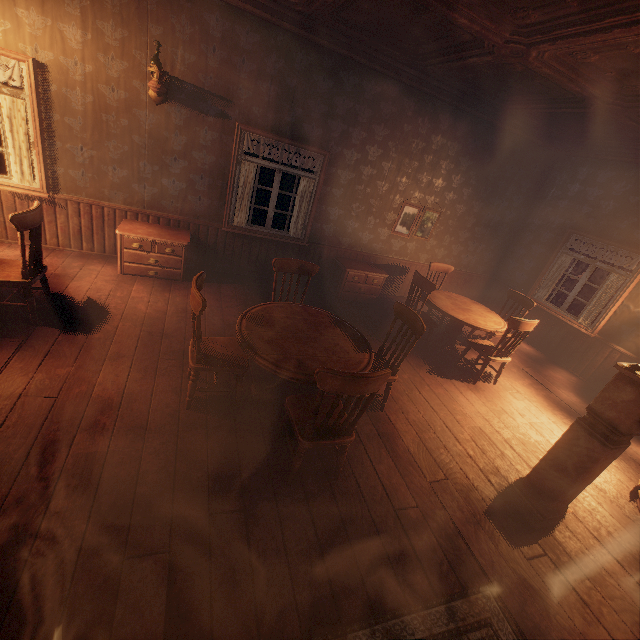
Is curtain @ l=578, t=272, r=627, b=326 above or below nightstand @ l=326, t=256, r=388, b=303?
above

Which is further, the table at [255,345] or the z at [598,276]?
the z at [598,276]

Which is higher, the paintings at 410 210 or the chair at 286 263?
the paintings at 410 210

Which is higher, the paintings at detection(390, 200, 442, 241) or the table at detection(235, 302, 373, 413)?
the paintings at detection(390, 200, 442, 241)

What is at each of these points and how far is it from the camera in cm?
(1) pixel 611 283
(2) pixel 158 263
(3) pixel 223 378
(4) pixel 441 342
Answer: (1) curtain, 588
(2) nightstand, 498
(3) building, 354
(4) table, 578

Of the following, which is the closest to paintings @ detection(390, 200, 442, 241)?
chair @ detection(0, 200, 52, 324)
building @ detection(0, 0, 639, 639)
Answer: building @ detection(0, 0, 639, 639)

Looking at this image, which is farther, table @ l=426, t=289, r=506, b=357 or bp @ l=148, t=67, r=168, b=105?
table @ l=426, t=289, r=506, b=357

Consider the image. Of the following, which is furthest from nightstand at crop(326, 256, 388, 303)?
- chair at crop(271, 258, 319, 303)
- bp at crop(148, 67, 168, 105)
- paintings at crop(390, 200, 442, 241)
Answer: bp at crop(148, 67, 168, 105)
